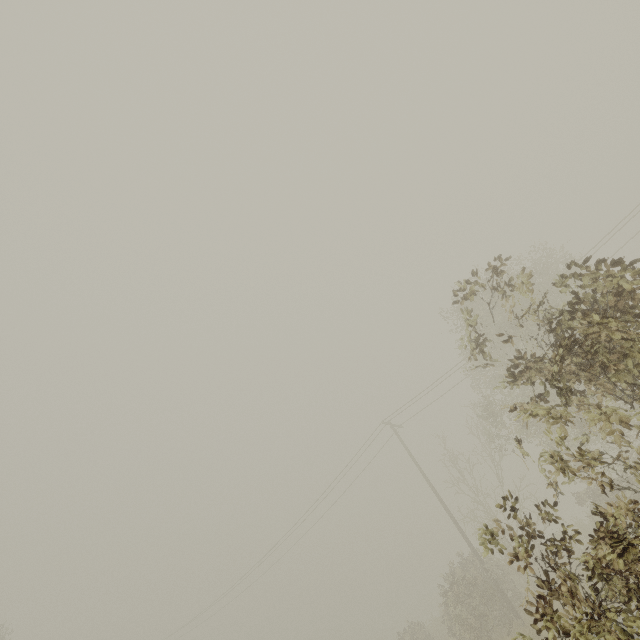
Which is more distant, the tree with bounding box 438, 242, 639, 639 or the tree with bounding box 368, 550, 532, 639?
the tree with bounding box 368, 550, 532, 639

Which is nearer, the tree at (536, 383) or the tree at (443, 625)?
the tree at (536, 383)

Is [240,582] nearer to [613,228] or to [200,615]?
[200,615]
